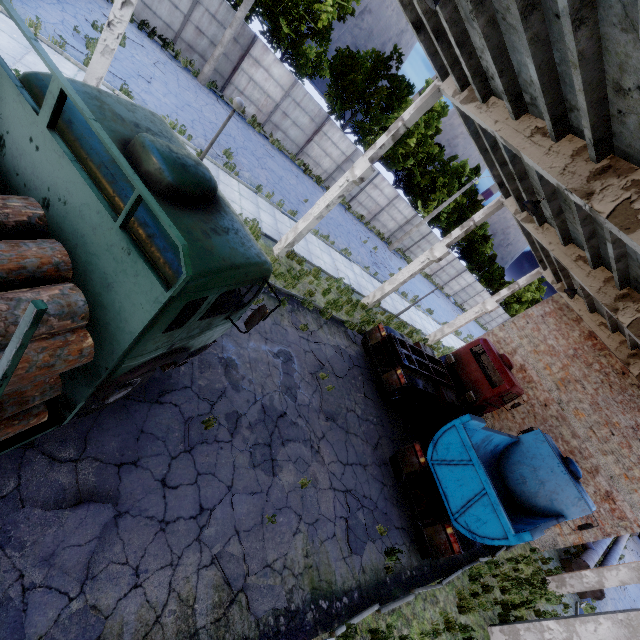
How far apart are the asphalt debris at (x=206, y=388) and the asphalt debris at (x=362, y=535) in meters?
3.5 m

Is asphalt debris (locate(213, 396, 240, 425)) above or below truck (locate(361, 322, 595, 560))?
below

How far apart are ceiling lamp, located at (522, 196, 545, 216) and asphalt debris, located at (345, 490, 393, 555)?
9.3m

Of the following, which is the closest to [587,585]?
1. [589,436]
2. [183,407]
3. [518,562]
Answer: [518,562]

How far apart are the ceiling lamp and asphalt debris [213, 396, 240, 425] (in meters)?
9.42

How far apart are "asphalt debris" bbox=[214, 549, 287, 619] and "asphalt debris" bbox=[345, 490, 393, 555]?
1.7 meters

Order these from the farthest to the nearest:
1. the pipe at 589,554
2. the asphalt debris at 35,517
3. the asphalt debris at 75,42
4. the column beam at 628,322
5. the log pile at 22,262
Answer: the pipe at 589,554 < the asphalt debris at 75,42 < the column beam at 628,322 < the asphalt debris at 35,517 < the log pile at 22,262
